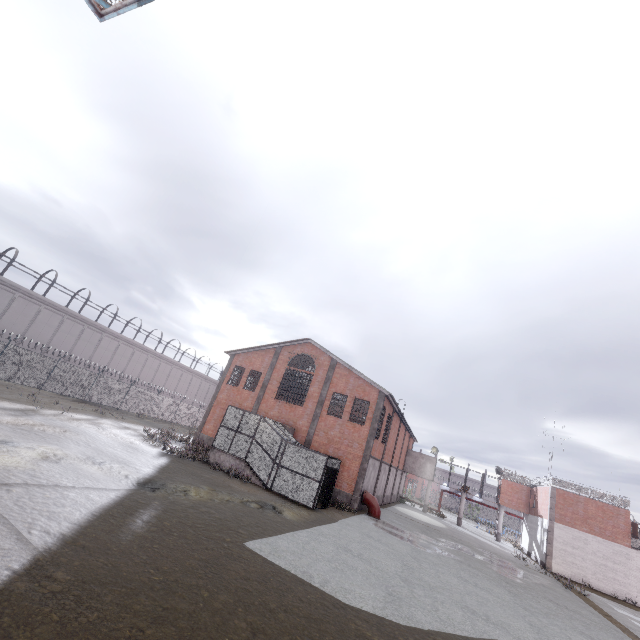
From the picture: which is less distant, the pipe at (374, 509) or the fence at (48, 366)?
the pipe at (374, 509)

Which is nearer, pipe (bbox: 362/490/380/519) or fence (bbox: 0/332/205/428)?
pipe (bbox: 362/490/380/519)

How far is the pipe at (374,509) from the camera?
23.83m

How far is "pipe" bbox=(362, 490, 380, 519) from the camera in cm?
2383

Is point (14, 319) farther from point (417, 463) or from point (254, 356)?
point (417, 463)
